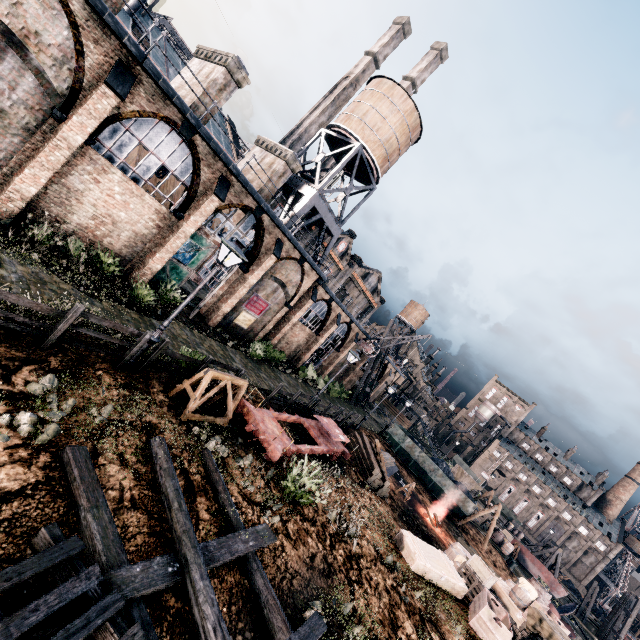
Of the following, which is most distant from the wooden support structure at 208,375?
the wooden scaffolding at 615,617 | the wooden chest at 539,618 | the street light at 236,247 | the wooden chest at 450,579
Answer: the wooden scaffolding at 615,617

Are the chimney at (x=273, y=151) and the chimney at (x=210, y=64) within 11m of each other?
yes

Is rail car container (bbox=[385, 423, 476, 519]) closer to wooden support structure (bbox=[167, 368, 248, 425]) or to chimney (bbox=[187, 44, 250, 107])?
wooden support structure (bbox=[167, 368, 248, 425])

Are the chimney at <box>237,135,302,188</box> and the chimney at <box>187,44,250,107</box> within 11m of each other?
yes

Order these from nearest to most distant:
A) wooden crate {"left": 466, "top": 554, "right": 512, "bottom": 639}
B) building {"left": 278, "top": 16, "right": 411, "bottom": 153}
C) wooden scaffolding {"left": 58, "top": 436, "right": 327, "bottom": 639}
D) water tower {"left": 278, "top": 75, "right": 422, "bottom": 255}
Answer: wooden scaffolding {"left": 58, "top": 436, "right": 327, "bottom": 639}
wooden crate {"left": 466, "top": 554, "right": 512, "bottom": 639}
water tower {"left": 278, "top": 75, "right": 422, "bottom": 255}
building {"left": 278, "top": 16, "right": 411, "bottom": 153}

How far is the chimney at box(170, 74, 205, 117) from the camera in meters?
17.7 m

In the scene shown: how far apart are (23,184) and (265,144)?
16.51m

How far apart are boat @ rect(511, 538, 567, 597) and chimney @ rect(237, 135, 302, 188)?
50.7 meters
